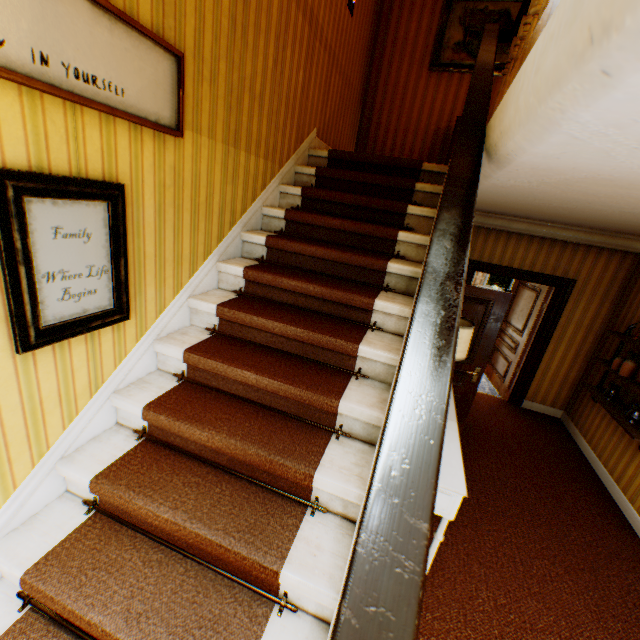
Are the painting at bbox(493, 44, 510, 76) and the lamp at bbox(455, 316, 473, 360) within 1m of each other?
no

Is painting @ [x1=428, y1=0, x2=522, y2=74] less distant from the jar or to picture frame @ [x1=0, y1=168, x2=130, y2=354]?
the jar

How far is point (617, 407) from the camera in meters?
4.2

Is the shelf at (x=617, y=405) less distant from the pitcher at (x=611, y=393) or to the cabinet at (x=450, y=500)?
the pitcher at (x=611, y=393)

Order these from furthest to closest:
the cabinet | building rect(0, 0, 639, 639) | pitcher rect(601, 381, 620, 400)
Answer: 1. pitcher rect(601, 381, 620, 400)
2. the cabinet
3. building rect(0, 0, 639, 639)

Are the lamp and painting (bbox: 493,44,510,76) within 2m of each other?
no

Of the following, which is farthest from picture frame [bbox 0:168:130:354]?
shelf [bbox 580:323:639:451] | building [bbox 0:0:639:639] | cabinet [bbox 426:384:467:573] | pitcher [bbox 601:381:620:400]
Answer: pitcher [bbox 601:381:620:400]

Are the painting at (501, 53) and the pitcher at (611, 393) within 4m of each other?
no
